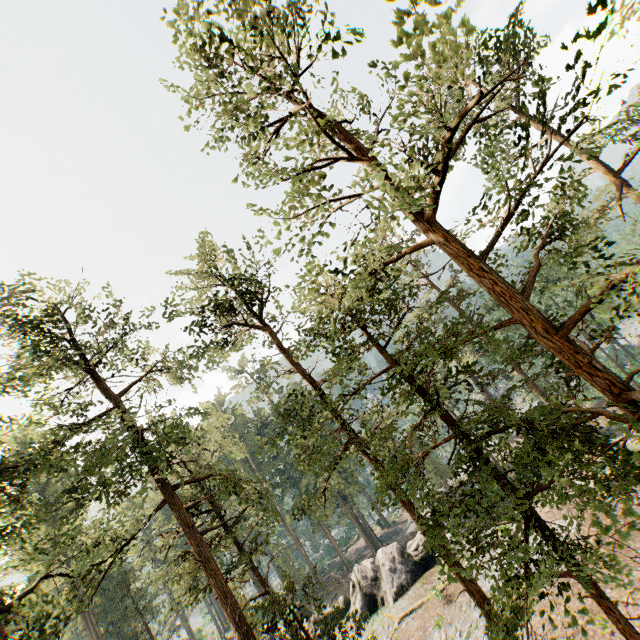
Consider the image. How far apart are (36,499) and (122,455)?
28.81m

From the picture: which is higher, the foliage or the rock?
the foliage

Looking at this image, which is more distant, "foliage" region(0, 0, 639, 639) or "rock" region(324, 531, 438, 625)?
"rock" region(324, 531, 438, 625)

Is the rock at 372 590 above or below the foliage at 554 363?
below

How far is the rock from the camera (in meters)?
25.58

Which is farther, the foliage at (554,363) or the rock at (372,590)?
the rock at (372,590)
